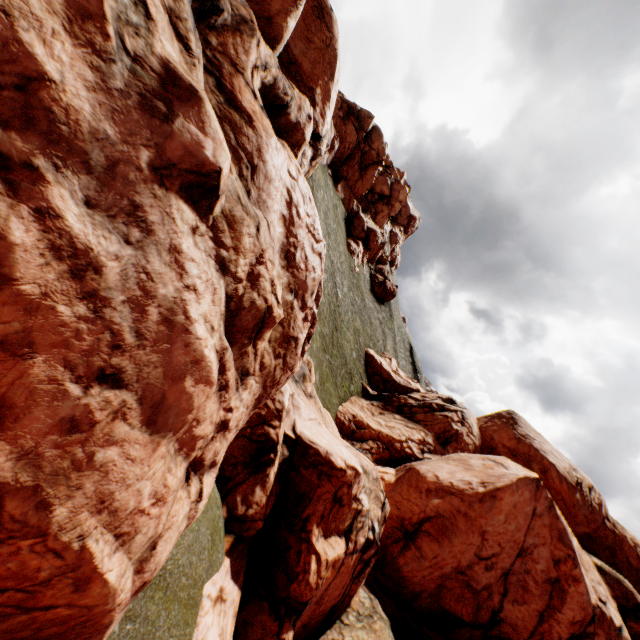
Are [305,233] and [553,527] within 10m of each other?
no
